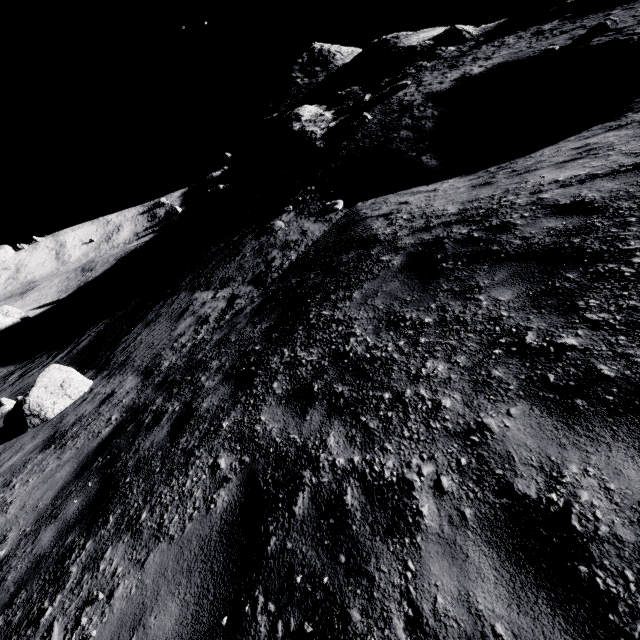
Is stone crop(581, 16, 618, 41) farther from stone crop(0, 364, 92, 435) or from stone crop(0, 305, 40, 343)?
stone crop(0, 305, 40, 343)

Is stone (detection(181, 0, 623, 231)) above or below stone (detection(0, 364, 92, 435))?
above

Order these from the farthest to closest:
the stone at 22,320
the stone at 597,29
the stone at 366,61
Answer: the stone at 22,320 < the stone at 366,61 < the stone at 597,29

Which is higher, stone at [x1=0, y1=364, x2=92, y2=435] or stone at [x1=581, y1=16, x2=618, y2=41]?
stone at [x1=581, y1=16, x2=618, y2=41]

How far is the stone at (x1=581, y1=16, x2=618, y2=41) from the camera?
12.3 meters

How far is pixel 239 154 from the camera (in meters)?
34.94

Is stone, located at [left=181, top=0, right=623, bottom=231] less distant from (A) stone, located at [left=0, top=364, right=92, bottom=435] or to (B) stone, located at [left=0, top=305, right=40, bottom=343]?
(A) stone, located at [left=0, top=364, right=92, bottom=435]

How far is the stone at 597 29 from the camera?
12.3 meters
